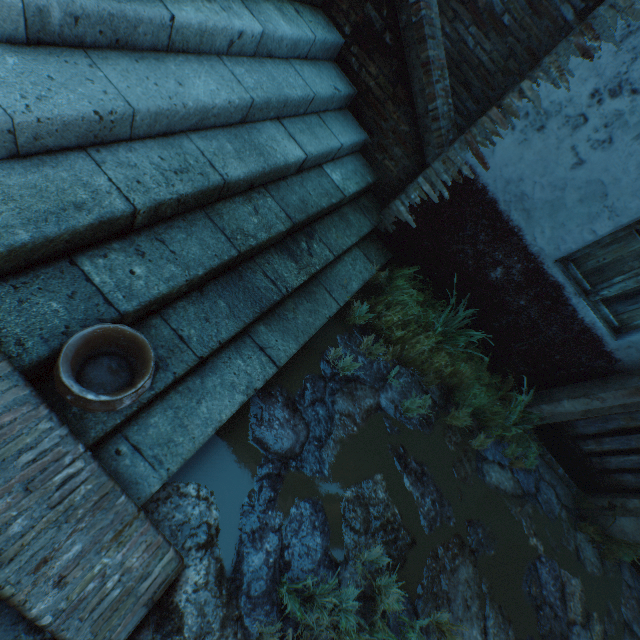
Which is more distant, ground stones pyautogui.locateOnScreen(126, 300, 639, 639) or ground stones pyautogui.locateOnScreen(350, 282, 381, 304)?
ground stones pyautogui.locateOnScreen(350, 282, 381, 304)

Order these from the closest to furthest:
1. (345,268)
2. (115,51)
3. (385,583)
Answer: (115,51)
(385,583)
(345,268)

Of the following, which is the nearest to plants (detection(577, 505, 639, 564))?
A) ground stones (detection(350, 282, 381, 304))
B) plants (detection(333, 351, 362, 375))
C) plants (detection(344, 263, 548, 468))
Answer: ground stones (detection(350, 282, 381, 304))

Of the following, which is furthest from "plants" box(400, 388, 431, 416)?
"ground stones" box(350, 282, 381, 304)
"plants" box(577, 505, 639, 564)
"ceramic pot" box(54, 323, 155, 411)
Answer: "ceramic pot" box(54, 323, 155, 411)

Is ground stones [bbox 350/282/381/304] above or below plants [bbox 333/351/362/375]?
below

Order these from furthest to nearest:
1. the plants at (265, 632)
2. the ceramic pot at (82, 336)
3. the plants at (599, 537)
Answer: the plants at (599, 537), the plants at (265, 632), the ceramic pot at (82, 336)

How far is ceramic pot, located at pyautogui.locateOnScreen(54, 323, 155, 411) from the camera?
1.3m

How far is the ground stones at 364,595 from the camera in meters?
2.2
